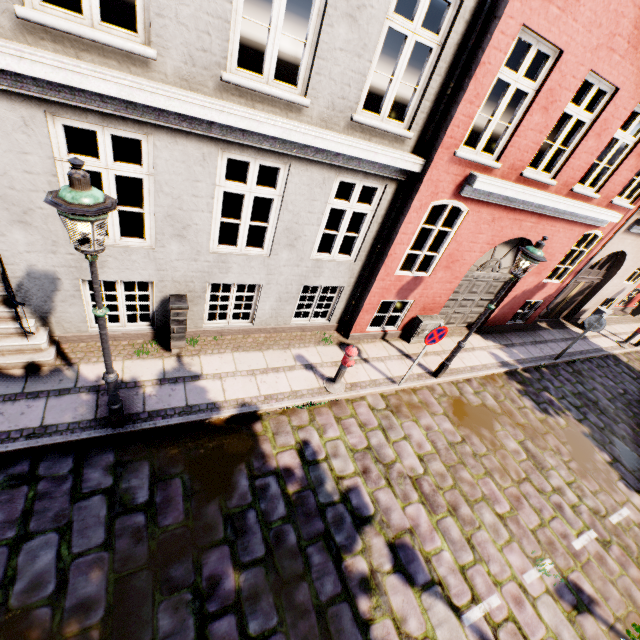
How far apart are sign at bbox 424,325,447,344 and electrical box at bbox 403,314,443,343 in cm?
178

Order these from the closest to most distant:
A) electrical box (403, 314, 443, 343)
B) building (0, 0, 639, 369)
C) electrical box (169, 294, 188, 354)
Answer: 1. building (0, 0, 639, 369)
2. electrical box (169, 294, 188, 354)
3. electrical box (403, 314, 443, 343)

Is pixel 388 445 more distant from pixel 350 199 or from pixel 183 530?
pixel 350 199

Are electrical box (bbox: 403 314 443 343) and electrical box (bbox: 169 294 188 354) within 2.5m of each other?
no

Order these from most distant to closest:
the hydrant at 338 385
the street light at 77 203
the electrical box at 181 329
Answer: the hydrant at 338 385
the electrical box at 181 329
the street light at 77 203

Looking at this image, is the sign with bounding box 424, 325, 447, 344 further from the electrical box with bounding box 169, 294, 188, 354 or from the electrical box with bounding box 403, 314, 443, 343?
the electrical box with bounding box 169, 294, 188, 354

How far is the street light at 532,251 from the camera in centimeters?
596cm

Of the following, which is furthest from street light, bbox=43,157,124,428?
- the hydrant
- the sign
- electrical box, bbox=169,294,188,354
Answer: the sign
